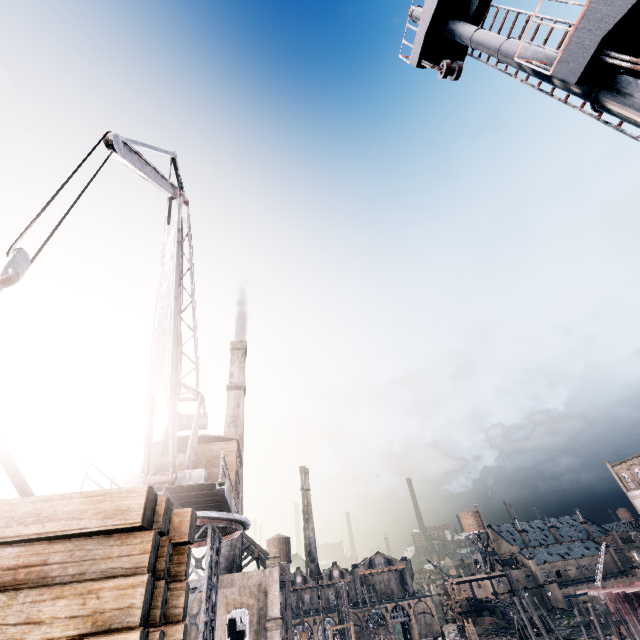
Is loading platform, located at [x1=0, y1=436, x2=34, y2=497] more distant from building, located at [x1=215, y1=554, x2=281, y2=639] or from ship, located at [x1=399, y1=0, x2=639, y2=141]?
building, located at [x1=215, y1=554, x2=281, y2=639]

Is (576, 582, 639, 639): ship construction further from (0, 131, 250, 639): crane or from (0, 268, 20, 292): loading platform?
(0, 268, 20, 292): loading platform

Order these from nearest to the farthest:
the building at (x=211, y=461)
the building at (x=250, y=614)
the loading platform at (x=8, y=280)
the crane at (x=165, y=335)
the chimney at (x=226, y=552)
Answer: the loading platform at (x=8, y=280) < the crane at (x=165, y=335) < the building at (x=211, y=461) < the building at (x=250, y=614) < the chimney at (x=226, y=552)

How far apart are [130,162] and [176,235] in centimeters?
480cm

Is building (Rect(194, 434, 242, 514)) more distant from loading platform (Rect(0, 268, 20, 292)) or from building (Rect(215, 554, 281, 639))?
building (Rect(215, 554, 281, 639))

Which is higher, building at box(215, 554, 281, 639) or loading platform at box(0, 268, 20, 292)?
loading platform at box(0, 268, 20, 292)

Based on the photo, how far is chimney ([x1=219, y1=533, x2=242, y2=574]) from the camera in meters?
34.2

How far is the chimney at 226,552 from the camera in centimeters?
3419cm
